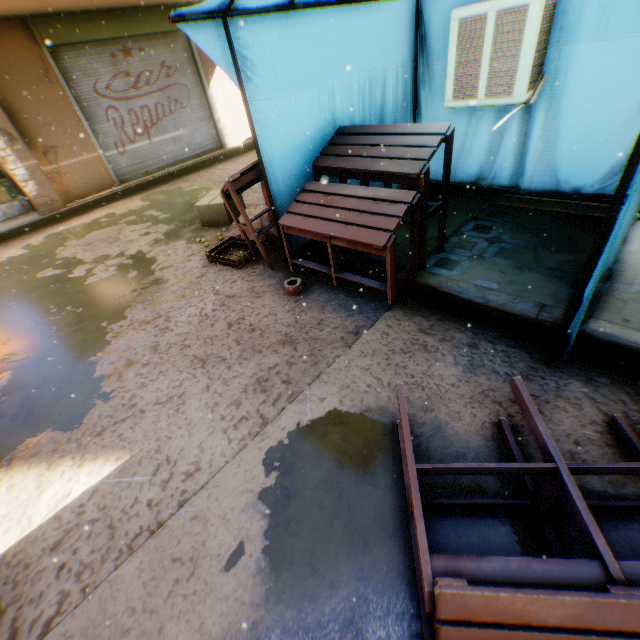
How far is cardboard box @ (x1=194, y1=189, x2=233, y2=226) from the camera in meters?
5.3 m

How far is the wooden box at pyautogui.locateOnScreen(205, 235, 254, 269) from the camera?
4.16m

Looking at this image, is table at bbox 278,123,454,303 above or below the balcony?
below

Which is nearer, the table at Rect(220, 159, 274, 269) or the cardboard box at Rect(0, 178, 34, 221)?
the table at Rect(220, 159, 274, 269)

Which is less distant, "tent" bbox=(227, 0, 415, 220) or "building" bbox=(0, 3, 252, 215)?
"tent" bbox=(227, 0, 415, 220)

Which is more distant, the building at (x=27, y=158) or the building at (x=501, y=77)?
the building at (x=27, y=158)

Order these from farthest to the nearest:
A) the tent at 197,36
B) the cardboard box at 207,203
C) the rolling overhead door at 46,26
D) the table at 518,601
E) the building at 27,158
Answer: the rolling overhead door at 46,26 < the building at 27,158 < the cardboard box at 207,203 < the tent at 197,36 < the table at 518,601

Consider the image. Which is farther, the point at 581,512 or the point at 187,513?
the point at 187,513
